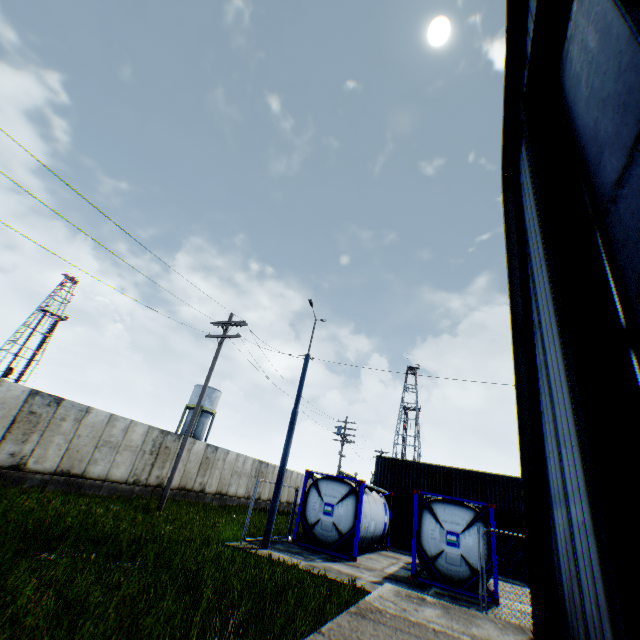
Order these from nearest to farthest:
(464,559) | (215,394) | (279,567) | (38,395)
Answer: (279,567) → (464,559) → (38,395) → (215,394)

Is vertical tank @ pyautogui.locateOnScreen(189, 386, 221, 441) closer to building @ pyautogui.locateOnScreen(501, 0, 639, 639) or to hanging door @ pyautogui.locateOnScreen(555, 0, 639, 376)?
building @ pyautogui.locateOnScreen(501, 0, 639, 639)

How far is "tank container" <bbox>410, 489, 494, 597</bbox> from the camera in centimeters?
1176cm

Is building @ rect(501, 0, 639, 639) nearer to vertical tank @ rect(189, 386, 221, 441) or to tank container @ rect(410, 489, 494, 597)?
tank container @ rect(410, 489, 494, 597)

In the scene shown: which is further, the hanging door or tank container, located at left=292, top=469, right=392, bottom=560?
tank container, located at left=292, top=469, right=392, bottom=560

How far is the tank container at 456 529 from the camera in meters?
11.8 m

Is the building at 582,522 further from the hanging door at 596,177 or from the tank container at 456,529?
the tank container at 456,529

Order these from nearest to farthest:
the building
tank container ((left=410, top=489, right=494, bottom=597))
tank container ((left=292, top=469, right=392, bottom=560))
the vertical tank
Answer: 1. the building
2. tank container ((left=410, top=489, right=494, bottom=597))
3. tank container ((left=292, top=469, right=392, bottom=560))
4. the vertical tank
